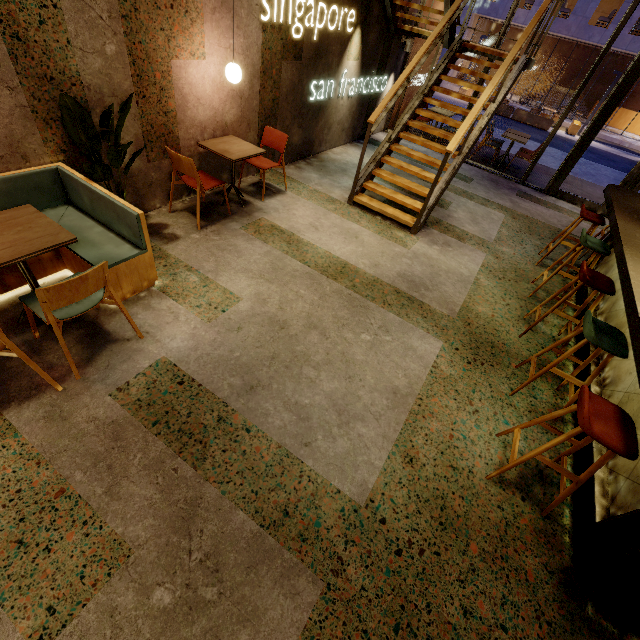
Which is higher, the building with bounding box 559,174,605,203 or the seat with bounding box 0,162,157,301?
the seat with bounding box 0,162,157,301

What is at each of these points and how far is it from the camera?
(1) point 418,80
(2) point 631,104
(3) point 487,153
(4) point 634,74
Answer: (1) building, 9.6m
(2) building, 22.1m
(3) building, 9.7m
(4) door, 6.3m

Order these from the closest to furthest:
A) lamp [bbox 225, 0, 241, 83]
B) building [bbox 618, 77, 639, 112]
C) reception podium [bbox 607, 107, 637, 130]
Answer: lamp [bbox 225, 0, 241, 83], building [bbox 618, 77, 639, 112], reception podium [bbox 607, 107, 637, 130]

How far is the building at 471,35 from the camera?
20.01m

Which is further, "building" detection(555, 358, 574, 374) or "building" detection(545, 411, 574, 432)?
"building" detection(555, 358, 574, 374)

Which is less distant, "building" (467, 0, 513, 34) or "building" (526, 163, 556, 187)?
"building" (526, 163, 556, 187)

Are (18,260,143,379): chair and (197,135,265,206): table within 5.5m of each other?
yes

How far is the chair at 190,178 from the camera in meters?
3.7 m
